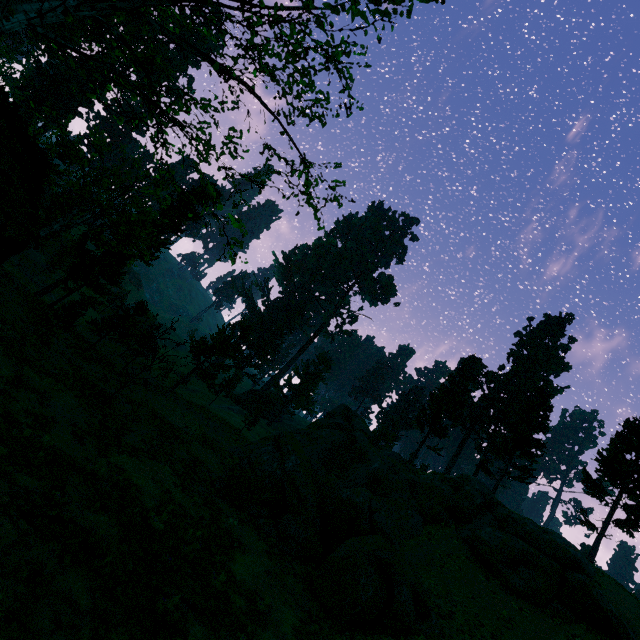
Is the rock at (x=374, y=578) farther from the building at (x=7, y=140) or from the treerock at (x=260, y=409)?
the building at (x=7, y=140)

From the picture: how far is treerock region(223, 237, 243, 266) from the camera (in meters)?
11.53

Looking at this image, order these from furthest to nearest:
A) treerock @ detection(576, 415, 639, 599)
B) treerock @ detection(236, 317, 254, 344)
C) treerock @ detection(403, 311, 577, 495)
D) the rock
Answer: treerock @ detection(236, 317, 254, 344)
treerock @ detection(403, 311, 577, 495)
treerock @ detection(576, 415, 639, 599)
the rock

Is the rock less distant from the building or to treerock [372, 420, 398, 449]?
treerock [372, 420, 398, 449]

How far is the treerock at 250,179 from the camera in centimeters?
980cm

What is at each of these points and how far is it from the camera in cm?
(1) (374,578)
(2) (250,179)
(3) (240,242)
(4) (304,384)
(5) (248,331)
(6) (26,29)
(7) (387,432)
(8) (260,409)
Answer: (1) rock, 1433
(2) treerock, 1043
(3) treerock, 1197
(4) treerock, 5288
(5) treerock, 3762
(6) treerock, 5275
(7) treerock, 4803
(8) treerock, 3644

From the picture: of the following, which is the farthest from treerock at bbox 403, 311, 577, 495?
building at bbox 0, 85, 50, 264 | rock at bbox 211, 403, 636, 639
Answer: rock at bbox 211, 403, 636, 639
